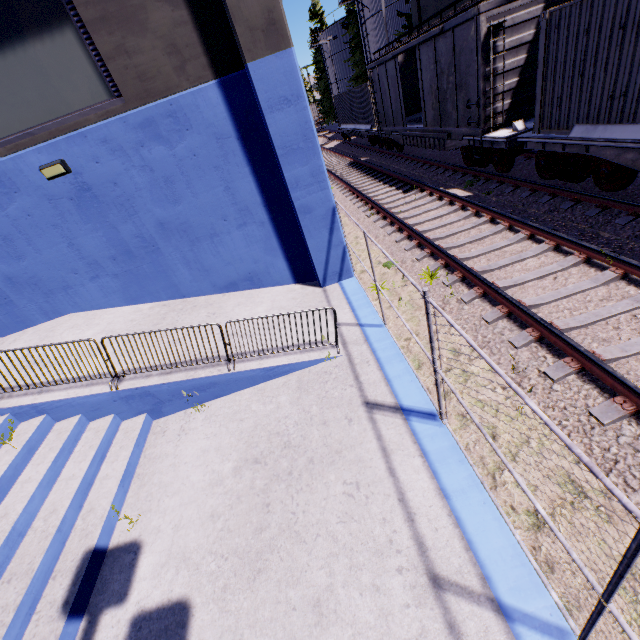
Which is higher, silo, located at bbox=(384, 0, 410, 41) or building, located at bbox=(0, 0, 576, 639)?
silo, located at bbox=(384, 0, 410, 41)

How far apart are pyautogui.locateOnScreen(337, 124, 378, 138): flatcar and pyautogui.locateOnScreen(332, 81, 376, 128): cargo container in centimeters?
1cm

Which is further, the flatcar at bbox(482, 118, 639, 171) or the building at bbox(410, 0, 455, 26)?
the building at bbox(410, 0, 455, 26)

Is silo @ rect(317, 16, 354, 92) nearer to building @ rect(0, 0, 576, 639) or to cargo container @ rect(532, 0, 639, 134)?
building @ rect(0, 0, 576, 639)

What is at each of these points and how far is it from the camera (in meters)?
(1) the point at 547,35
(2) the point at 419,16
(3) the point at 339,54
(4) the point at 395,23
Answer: (1) cargo container, 7.79
(2) building, 20.50
(3) silo, 44.91
(4) silo, 27.61

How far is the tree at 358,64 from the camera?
37.53m

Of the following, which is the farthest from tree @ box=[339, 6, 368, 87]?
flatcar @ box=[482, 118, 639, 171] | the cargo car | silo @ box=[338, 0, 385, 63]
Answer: flatcar @ box=[482, 118, 639, 171]

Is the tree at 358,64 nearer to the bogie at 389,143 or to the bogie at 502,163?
the bogie at 389,143
